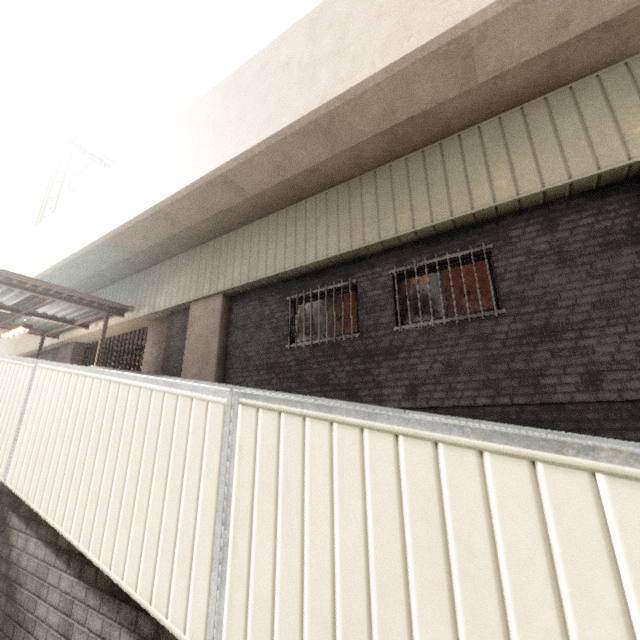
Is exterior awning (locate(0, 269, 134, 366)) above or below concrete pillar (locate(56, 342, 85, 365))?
above

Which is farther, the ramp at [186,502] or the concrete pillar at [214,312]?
the concrete pillar at [214,312]

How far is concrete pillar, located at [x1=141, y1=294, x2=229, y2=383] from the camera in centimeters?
838cm

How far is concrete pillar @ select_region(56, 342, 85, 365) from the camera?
13.49m

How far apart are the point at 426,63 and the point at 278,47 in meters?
3.8

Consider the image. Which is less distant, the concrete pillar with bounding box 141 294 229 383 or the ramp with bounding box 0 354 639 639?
the ramp with bounding box 0 354 639 639

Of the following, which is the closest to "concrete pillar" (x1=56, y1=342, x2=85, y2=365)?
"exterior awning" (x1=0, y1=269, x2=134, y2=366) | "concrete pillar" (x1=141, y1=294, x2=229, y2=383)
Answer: "exterior awning" (x1=0, y1=269, x2=134, y2=366)

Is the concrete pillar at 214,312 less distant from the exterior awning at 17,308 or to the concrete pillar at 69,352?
the exterior awning at 17,308
